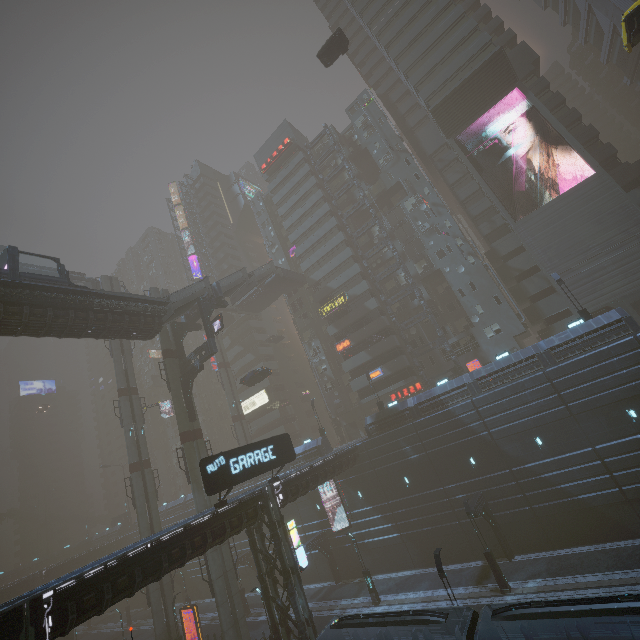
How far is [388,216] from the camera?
48.16m

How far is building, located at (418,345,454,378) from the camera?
41.6 meters

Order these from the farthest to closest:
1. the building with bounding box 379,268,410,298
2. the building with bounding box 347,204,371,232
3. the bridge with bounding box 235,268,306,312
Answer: the building with bounding box 347,204,371,232 → the bridge with bounding box 235,268,306,312 → the building with bounding box 379,268,410,298

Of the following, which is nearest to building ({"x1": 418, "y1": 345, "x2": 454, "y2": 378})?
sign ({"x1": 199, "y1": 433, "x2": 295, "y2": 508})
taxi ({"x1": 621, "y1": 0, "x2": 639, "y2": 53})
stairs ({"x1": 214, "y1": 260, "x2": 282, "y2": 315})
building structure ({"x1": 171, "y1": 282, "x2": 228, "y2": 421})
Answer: sign ({"x1": 199, "y1": 433, "x2": 295, "y2": 508})

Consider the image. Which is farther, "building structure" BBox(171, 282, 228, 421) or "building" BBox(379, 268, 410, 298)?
"building" BBox(379, 268, 410, 298)

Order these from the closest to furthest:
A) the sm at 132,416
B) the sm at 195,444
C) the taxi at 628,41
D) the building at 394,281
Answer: the taxi at 628,41 < the sm at 195,444 < the sm at 132,416 < the building at 394,281

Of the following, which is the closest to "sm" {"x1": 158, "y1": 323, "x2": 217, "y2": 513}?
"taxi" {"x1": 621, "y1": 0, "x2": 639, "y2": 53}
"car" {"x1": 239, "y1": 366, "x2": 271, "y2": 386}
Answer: "car" {"x1": 239, "y1": 366, "x2": 271, "y2": 386}

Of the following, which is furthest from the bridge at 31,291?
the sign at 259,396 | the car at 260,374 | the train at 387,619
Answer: the train at 387,619
